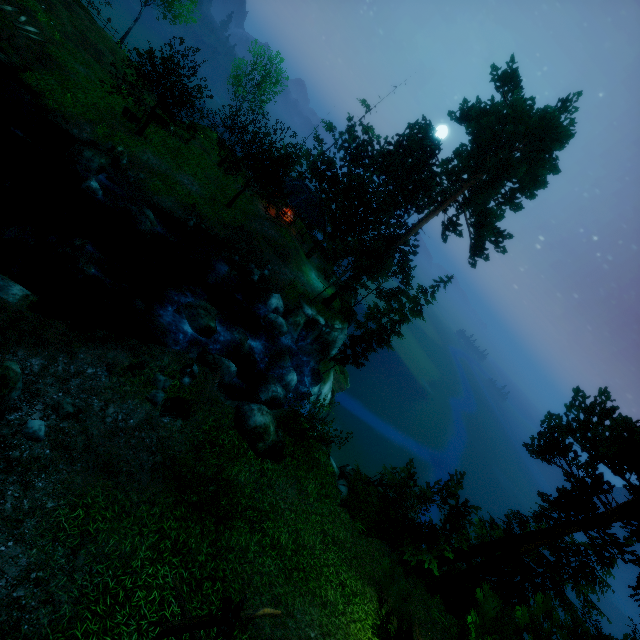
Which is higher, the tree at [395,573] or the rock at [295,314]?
the tree at [395,573]

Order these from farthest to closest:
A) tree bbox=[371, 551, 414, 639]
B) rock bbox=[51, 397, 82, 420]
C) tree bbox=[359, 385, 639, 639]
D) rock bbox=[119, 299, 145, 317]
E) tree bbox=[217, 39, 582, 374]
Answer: tree bbox=[217, 39, 582, 374], rock bbox=[119, 299, 145, 317], rock bbox=[51, 397, 82, 420], tree bbox=[359, 385, 639, 639], tree bbox=[371, 551, 414, 639]

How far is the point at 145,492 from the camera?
9.06m

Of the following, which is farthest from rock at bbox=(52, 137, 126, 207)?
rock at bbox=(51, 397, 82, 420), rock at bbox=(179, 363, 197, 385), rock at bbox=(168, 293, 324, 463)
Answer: rock at bbox=(51, 397, 82, 420)

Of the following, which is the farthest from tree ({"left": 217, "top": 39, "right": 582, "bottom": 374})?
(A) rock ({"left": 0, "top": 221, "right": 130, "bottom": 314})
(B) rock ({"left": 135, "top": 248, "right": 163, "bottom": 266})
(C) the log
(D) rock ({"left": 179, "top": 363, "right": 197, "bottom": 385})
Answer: (A) rock ({"left": 0, "top": 221, "right": 130, "bottom": 314})

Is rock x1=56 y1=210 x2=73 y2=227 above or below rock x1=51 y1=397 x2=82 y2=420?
below

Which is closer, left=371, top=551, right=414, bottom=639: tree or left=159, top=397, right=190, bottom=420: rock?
left=371, top=551, right=414, bottom=639: tree

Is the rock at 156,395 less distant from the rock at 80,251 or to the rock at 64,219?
the rock at 80,251
